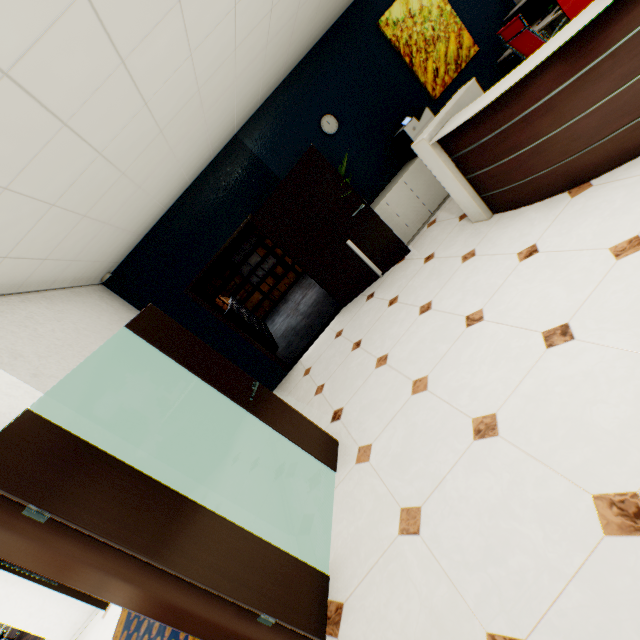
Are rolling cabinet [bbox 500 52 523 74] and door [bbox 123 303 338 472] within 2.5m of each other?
no

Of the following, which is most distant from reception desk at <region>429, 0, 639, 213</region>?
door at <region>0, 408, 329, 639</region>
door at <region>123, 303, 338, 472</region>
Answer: door at <region>0, 408, 329, 639</region>

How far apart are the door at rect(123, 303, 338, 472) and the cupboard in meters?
3.0 m

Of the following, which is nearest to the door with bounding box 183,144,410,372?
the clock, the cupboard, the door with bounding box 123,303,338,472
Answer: the cupboard

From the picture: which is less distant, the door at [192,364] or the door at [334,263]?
the door at [192,364]

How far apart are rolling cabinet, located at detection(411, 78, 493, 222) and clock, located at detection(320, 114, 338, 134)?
1.88m

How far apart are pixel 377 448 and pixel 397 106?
5.30m

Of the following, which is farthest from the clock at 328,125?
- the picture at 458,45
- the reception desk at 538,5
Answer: the reception desk at 538,5
